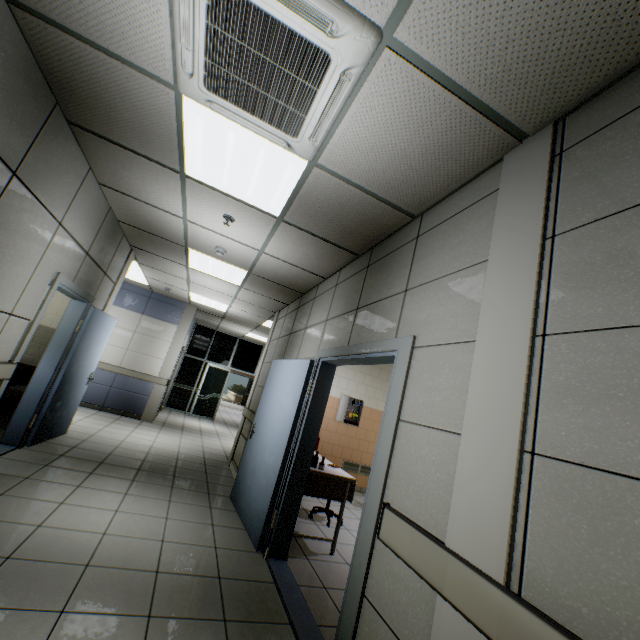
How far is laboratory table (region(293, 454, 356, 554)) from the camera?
3.73m

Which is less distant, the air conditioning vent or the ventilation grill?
the air conditioning vent

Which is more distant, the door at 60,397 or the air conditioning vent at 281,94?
the door at 60,397

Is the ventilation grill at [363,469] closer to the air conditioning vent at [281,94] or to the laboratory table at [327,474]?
the laboratory table at [327,474]

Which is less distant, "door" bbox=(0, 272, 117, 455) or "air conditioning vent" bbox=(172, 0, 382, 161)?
"air conditioning vent" bbox=(172, 0, 382, 161)

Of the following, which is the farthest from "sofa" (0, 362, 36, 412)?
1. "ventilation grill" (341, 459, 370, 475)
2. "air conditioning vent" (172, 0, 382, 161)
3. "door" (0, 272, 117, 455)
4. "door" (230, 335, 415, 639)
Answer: "ventilation grill" (341, 459, 370, 475)

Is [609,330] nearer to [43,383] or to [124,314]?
[43,383]

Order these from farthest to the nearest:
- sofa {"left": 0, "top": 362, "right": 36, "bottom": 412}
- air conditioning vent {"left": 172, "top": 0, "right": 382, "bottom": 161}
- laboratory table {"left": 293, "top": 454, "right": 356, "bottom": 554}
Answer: sofa {"left": 0, "top": 362, "right": 36, "bottom": 412}
laboratory table {"left": 293, "top": 454, "right": 356, "bottom": 554}
air conditioning vent {"left": 172, "top": 0, "right": 382, "bottom": 161}
